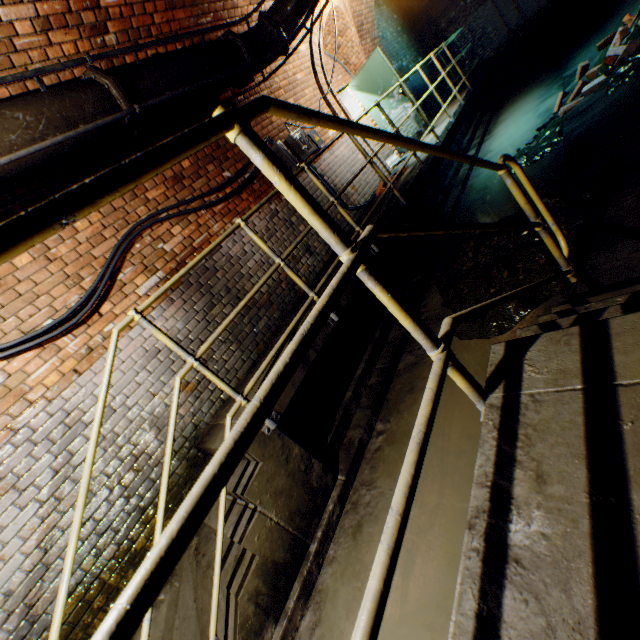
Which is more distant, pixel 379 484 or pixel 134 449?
pixel 134 449

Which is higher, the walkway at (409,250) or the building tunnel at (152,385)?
the building tunnel at (152,385)

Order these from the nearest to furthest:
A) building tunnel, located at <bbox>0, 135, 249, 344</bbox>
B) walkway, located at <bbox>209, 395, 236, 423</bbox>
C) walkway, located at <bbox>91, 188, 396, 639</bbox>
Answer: walkway, located at <bbox>91, 188, 396, 639</bbox>
building tunnel, located at <bbox>0, 135, 249, 344</bbox>
walkway, located at <bbox>209, 395, 236, 423</bbox>

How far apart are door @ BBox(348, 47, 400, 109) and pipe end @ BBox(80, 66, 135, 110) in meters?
6.2 m

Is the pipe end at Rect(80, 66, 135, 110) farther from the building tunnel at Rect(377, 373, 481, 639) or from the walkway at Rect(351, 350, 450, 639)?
the walkway at Rect(351, 350, 450, 639)

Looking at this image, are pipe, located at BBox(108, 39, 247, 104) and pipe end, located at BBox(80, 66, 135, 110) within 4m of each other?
yes

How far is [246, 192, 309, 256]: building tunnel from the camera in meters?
4.8 m

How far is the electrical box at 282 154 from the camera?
5.25m
